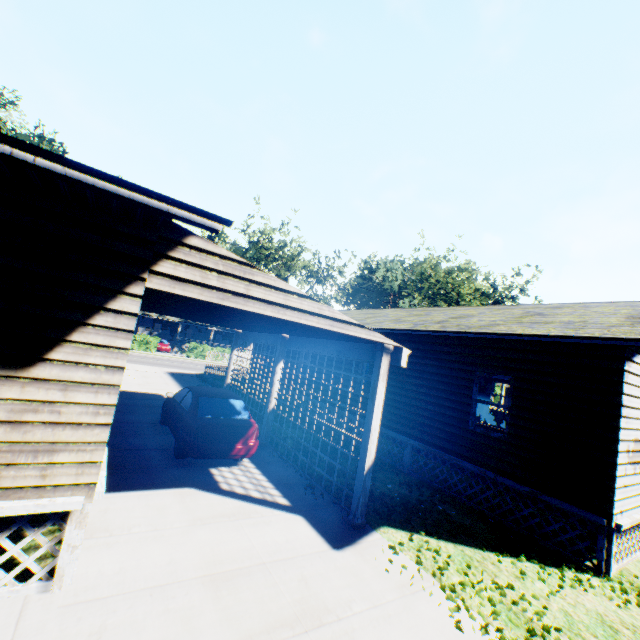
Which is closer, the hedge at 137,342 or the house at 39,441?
the house at 39,441

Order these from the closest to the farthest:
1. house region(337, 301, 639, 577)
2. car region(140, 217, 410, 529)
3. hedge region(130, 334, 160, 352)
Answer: car region(140, 217, 410, 529) < house region(337, 301, 639, 577) < hedge region(130, 334, 160, 352)

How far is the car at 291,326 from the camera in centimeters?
451cm

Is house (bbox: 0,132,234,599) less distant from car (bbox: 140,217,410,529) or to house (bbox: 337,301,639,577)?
car (bbox: 140,217,410,529)

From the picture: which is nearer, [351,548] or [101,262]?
[101,262]

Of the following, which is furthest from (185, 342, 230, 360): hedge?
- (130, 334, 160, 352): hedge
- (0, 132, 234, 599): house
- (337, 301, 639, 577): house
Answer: (0, 132, 234, 599): house

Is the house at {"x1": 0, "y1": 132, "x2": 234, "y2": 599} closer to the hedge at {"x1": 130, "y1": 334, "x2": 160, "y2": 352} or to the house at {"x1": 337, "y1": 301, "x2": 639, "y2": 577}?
the house at {"x1": 337, "y1": 301, "x2": 639, "y2": 577}

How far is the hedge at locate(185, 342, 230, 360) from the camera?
38.47m
